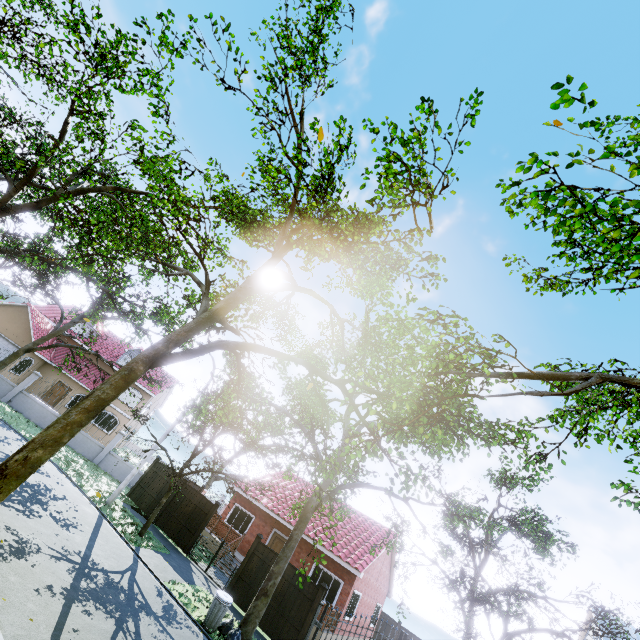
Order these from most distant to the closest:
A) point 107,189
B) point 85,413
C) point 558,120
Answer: point 107,189, point 85,413, point 558,120

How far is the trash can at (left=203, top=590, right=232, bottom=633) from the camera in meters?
10.5

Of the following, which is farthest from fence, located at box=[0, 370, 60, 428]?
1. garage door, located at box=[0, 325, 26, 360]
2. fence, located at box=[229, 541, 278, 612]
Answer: fence, located at box=[229, 541, 278, 612]

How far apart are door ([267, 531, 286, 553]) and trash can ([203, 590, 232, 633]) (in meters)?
9.45

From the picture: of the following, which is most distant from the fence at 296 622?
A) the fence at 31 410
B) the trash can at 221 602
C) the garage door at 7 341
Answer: the garage door at 7 341

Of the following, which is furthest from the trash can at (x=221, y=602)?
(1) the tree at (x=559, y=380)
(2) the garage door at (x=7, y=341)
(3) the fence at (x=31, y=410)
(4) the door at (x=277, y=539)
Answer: (2) the garage door at (x=7, y=341)

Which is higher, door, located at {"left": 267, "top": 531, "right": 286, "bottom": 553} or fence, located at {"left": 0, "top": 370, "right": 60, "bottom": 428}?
door, located at {"left": 267, "top": 531, "right": 286, "bottom": 553}

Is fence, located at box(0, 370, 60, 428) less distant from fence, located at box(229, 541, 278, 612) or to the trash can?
fence, located at box(229, 541, 278, 612)
